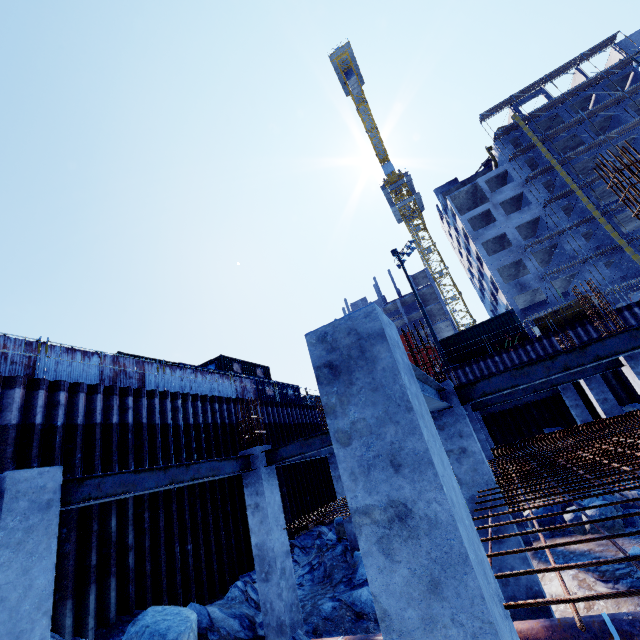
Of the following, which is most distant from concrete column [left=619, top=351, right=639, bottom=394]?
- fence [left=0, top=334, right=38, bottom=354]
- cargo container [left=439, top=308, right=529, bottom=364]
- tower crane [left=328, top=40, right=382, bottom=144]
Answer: tower crane [left=328, top=40, right=382, bottom=144]

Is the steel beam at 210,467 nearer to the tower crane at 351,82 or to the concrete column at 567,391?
the concrete column at 567,391

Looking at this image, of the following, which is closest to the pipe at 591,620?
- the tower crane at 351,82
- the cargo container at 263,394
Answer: the cargo container at 263,394

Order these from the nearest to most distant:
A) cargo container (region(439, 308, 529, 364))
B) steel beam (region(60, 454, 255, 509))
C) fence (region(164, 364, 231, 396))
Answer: steel beam (region(60, 454, 255, 509)) < fence (region(164, 364, 231, 396)) < cargo container (region(439, 308, 529, 364))

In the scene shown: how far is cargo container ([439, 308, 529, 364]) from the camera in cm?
2267

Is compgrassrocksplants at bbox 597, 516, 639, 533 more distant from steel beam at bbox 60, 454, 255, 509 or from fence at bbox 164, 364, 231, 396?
fence at bbox 164, 364, 231, 396

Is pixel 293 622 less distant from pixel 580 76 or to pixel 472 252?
pixel 472 252

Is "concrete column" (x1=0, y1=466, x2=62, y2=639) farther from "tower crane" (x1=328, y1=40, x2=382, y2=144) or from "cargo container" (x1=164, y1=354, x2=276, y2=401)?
"tower crane" (x1=328, y1=40, x2=382, y2=144)
